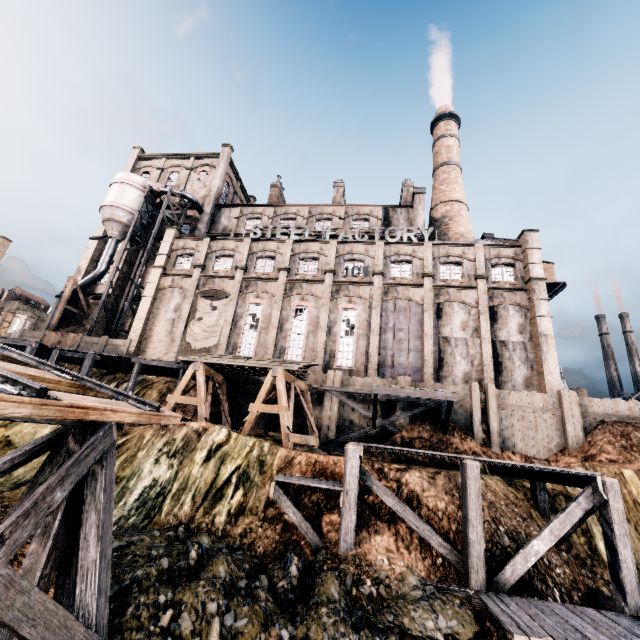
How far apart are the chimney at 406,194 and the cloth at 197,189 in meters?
25.4

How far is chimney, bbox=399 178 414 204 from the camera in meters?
41.6

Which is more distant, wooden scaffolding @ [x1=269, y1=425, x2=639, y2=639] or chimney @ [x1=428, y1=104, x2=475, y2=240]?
chimney @ [x1=428, y1=104, x2=475, y2=240]

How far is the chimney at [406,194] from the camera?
41.6 meters

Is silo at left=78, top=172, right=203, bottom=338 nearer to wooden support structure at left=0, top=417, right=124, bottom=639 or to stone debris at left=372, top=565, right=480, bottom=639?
stone debris at left=372, top=565, right=480, bottom=639

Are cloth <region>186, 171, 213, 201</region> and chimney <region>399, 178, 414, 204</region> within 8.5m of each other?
no

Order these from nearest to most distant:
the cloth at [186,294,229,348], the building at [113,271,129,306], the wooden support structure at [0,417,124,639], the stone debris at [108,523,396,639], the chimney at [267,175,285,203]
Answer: the wooden support structure at [0,417,124,639], the stone debris at [108,523,396,639], the cloth at [186,294,229,348], the building at [113,271,129,306], the chimney at [267,175,285,203]

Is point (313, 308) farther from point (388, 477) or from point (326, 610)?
point (326, 610)
